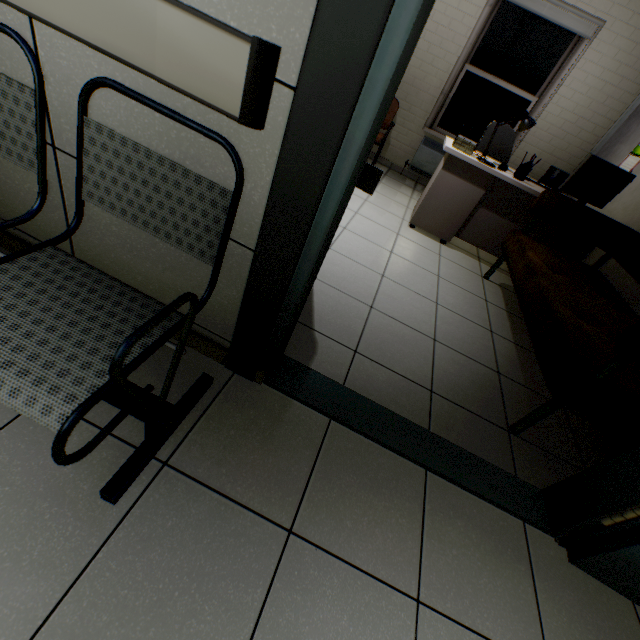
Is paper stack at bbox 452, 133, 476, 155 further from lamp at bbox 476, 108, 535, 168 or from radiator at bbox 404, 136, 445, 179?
radiator at bbox 404, 136, 445, 179

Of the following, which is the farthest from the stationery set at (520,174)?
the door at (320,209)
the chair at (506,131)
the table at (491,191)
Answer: the door at (320,209)

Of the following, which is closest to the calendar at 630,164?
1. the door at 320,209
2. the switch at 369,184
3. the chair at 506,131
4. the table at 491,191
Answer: the table at 491,191

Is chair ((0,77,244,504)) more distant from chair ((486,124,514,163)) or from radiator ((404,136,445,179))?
radiator ((404,136,445,179))

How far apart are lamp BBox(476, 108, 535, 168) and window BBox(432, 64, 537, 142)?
2.0 meters

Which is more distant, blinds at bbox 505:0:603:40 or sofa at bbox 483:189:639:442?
blinds at bbox 505:0:603:40

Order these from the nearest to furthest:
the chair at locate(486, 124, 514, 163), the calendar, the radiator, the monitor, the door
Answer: the door → the monitor → the calendar → the chair at locate(486, 124, 514, 163) → the radiator

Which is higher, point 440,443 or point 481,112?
point 481,112
